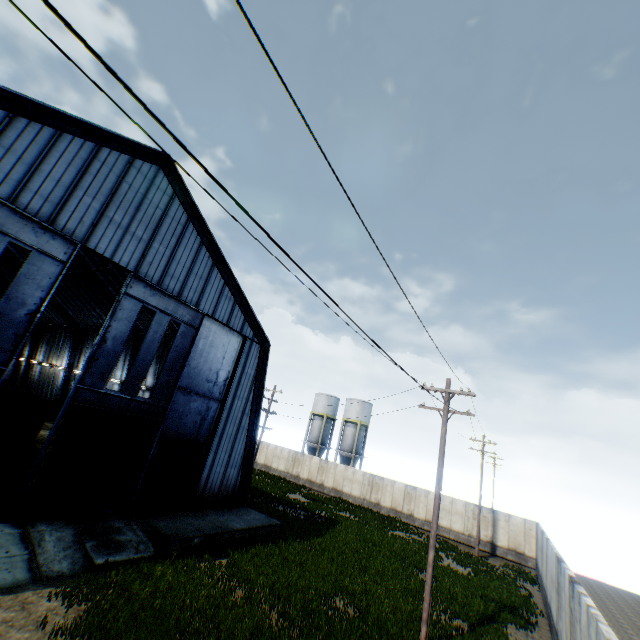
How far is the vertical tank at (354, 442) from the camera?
45.81m

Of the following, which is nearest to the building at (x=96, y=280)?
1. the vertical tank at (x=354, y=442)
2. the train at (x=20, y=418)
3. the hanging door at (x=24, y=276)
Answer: → the hanging door at (x=24, y=276)

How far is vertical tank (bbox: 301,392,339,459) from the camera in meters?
48.8

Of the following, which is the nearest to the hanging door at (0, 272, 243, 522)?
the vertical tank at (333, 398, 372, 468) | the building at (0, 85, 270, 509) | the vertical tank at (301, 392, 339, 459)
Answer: the building at (0, 85, 270, 509)

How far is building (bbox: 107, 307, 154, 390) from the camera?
29.7m

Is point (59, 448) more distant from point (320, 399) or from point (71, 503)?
point (320, 399)

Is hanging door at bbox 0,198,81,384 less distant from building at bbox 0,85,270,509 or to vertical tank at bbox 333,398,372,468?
building at bbox 0,85,270,509
